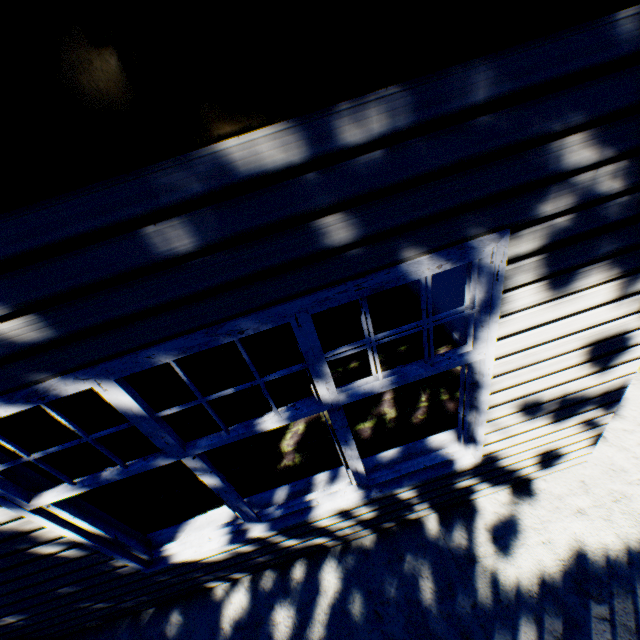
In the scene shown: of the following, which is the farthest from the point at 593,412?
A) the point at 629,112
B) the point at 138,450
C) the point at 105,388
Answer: the point at 138,450
